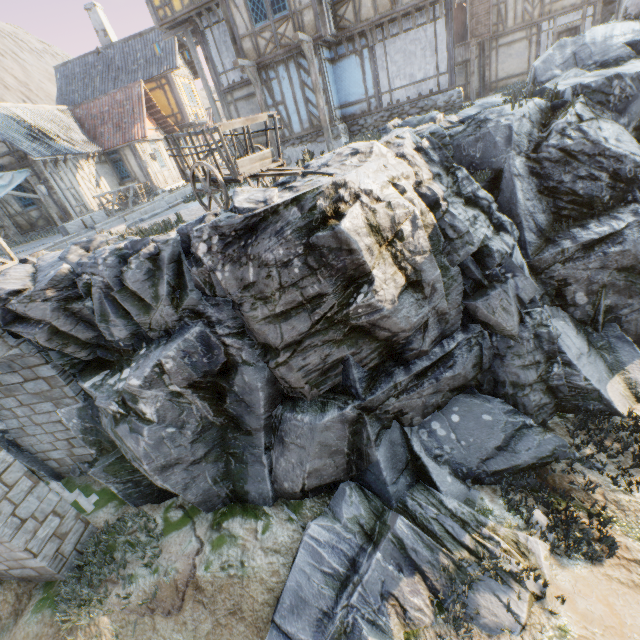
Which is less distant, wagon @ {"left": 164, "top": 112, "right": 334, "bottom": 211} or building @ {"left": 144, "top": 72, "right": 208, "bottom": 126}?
wagon @ {"left": 164, "top": 112, "right": 334, "bottom": 211}

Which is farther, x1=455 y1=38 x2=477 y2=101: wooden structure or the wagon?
x1=455 y1=38 x2=477 y2=101: wooden structure

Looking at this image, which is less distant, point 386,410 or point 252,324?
point 252,324

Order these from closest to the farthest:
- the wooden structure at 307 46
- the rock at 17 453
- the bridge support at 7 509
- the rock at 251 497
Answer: the rock at 251 497 → the bridge support at 7 509 → the rock at 17 453 → the wooden structure at 307 46

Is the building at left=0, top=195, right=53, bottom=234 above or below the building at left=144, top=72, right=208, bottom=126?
below

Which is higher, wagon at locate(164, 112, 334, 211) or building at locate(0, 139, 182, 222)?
building at locate(0, 139, 182, 222)

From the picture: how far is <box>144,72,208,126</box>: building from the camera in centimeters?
2277cm

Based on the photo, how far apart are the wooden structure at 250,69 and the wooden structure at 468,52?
12.1m
